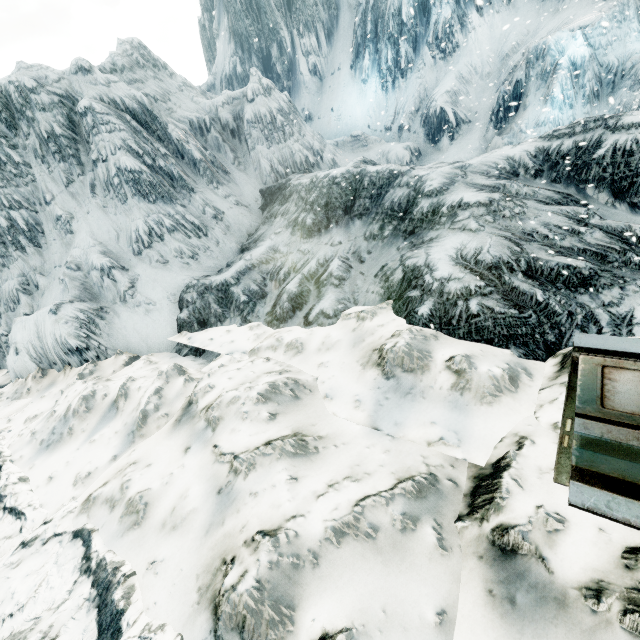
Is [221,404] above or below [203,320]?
above
